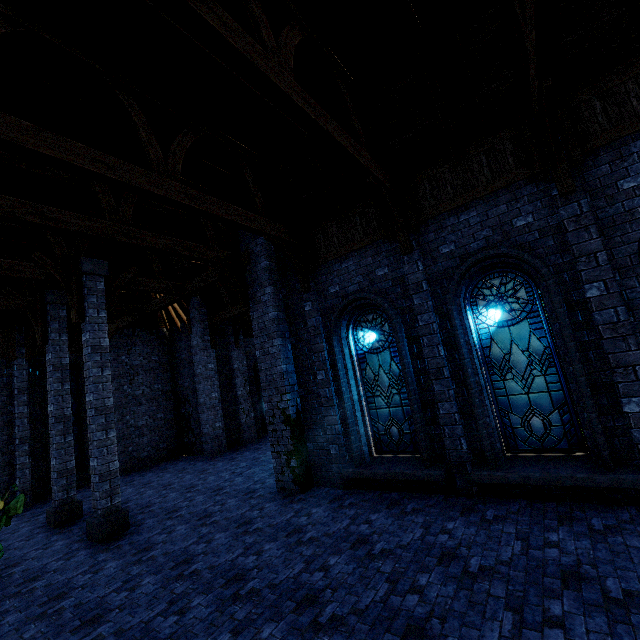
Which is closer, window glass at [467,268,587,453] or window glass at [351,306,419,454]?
window glass at [467,268,587,453]

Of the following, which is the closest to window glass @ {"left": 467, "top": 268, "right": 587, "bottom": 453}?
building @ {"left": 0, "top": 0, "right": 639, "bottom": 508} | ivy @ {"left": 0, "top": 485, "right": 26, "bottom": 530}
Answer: building @ {"left": 0, "top": 0, "right": 639, "bottom": 508}

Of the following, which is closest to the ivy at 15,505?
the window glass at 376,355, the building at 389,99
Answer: the building at 389,99

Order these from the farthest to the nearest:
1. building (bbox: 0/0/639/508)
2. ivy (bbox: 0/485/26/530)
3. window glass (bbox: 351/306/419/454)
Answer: window glass (bbox: 351/306/419/454) → building (bbox: 0/0/639/508) → ivy (bbox: 0/485/26/530)

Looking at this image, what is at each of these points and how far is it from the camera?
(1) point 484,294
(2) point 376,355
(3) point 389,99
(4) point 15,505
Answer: (1) window glass, 6.9 meters
(2) window glass, 8.3 meters
(3) building, 6.9 meters
(4) ivy, 1.4 meters

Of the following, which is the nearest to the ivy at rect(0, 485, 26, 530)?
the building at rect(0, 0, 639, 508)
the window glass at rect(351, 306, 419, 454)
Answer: the building at rect(0, 0, 639, 508)

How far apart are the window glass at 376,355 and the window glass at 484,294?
1.51m

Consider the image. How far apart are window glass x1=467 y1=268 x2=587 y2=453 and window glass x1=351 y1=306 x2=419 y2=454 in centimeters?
151cm
